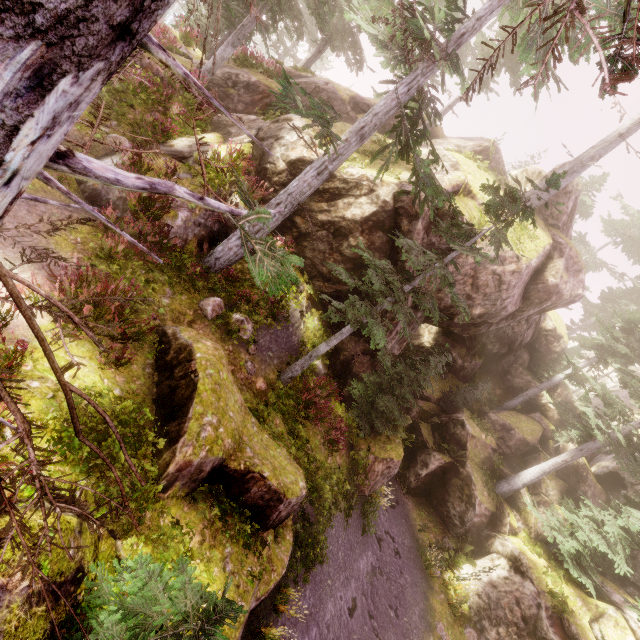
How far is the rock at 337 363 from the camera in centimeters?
1289cm

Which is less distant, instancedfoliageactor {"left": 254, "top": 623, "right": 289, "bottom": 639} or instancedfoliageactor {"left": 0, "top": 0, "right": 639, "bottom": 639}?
instancedfoliageactor {"left": 0, "top": 0, "right": 639, "bottom": 639}

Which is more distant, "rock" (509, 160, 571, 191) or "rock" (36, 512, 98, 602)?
"rock" (509, 160, 571, 191)

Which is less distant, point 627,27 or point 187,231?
point 627,27

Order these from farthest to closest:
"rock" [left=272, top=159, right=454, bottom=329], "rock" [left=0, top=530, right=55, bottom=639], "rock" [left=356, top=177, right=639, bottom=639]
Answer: "rock" [left=356, top=177, right=639, bottom=639] < "rock" [left=272, top=159, right=454, bottom=329] < "rock" [left=0, top=530, right=55, bottom=639]

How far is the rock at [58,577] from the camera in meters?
3.8 m

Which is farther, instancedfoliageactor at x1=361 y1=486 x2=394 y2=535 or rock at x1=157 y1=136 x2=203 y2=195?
instancedfoliageactor at x1=361 y1=486 x2=394 y2=535

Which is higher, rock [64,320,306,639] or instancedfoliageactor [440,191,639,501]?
instancedfoliageactor [440,191,639,501]
